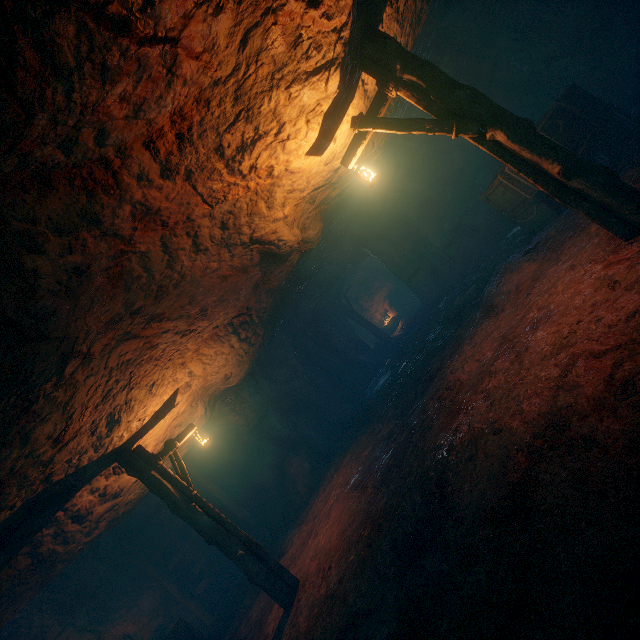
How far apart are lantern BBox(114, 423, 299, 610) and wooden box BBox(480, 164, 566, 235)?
9.5m

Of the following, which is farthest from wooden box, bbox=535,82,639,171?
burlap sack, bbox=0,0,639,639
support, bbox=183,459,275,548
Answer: support, bbox=183,459,275,548

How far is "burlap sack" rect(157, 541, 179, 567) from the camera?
12.5 meters

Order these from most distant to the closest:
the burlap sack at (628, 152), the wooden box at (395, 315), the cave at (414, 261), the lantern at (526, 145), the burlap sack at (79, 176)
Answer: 1. the wooden box at (395, 315)
2. the cave at (414, 261)
3. the burlap sack at (628, 152)
4. the lantern at (526, 145)
5. the burlap sack at (79, 176)

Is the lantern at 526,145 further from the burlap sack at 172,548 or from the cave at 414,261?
the cave at 414,261

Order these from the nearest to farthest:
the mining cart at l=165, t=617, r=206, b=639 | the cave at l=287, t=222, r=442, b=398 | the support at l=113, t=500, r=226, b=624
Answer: the mining cart at l=165, t=617, r=206, b=639 → the support at l=113, t=500, r=226, b=624 → the cave at l=287, t=222, r=442, b=398

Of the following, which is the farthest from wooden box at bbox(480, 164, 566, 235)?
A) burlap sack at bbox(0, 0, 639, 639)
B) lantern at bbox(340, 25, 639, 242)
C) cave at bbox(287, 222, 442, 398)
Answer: cave at bbox(287, 222, 442, 398)

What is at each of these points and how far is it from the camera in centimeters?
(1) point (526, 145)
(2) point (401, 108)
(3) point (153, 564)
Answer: (1) lantern, 434cm
(2) burlap sack, 953cm
(3) support, 1173cm
